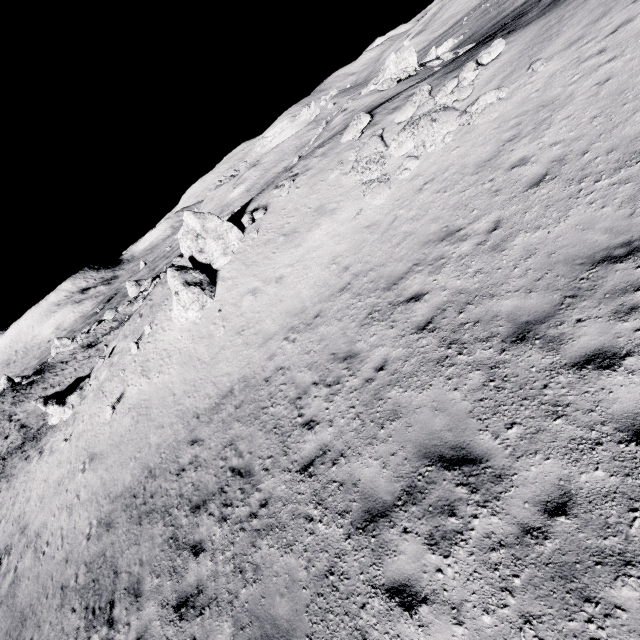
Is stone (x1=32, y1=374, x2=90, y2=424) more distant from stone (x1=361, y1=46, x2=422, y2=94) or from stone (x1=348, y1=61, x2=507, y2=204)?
stone (x1=361, y1=46, x2=422, y2=94)

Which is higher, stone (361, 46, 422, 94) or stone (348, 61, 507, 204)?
stone (361, 46, 422, 94)

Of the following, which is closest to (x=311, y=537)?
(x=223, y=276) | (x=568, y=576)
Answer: (x=568, y=576)

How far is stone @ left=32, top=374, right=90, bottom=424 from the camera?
24.5m

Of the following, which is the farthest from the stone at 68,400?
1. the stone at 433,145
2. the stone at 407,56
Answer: the stone at 407,56

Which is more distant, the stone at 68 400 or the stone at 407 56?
the stone at 407 56
